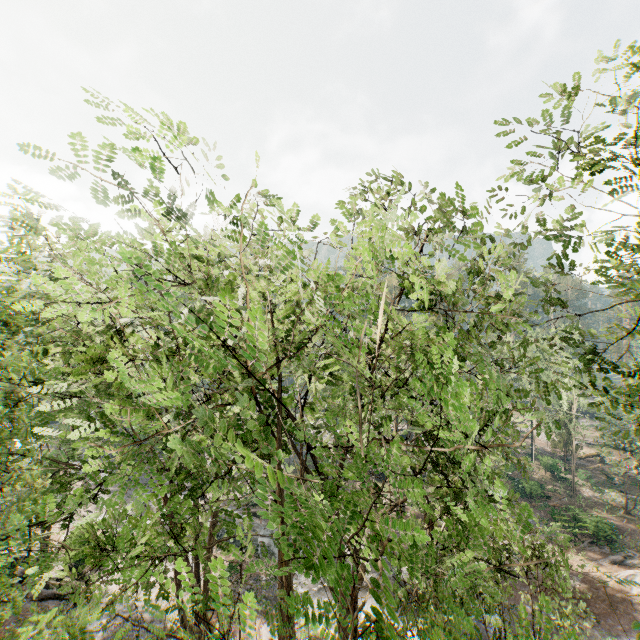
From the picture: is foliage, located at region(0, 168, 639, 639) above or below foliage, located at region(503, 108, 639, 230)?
below

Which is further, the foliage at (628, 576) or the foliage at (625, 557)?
the foliage at (625, 557)

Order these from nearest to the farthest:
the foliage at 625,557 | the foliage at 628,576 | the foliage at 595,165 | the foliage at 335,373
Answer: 1. the foliage at 335,373
2. the foliage at 628,576
3. the foliage at 595,165
4. the foliage at 625,557

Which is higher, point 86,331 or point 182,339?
point 86,331

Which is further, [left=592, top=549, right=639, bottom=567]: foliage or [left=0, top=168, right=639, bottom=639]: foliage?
[left=592, top=549, right=639, bottom=567]: foliage

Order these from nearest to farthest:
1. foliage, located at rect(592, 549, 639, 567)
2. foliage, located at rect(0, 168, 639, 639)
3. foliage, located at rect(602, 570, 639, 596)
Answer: foliage, located at rect(0, 168, 639, 639), foliage, located at rect(602, 570, 639, 596), foliage, located at rect(592, 549, 639, 567)
